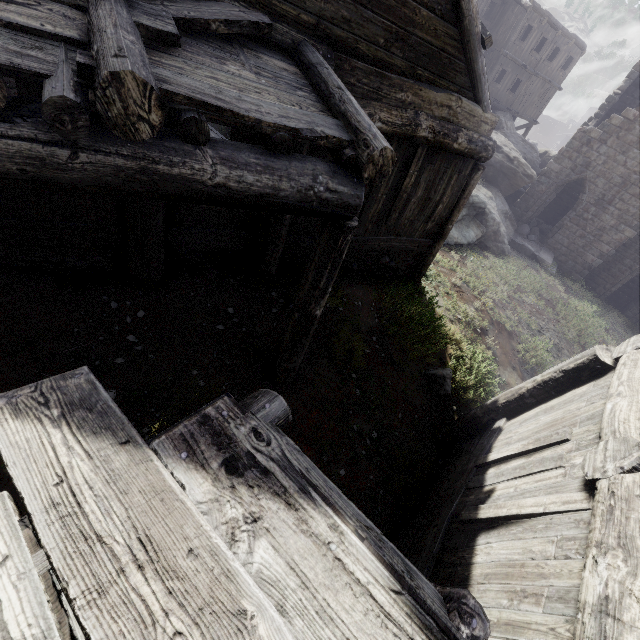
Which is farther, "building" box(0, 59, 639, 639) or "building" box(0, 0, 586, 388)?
"building" box(0, 0, 586, 388)

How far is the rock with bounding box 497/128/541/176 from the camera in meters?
22.9

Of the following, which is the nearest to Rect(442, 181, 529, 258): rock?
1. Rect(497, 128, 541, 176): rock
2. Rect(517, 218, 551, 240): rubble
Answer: Rect(517, 218, 551, 240): rubble

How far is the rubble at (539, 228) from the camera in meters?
20.5

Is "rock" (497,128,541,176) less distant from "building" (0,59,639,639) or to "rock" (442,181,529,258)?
"building" (0,59,639,639)

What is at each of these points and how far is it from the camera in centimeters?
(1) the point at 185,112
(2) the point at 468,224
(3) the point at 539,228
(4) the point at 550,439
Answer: (1) building, 252cm
(2) rock, 1552cm
(3) rubble, 2128cm
(4) building, 412cm

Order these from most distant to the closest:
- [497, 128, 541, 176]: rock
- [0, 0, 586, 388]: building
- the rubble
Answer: [497, 128, 541, 176]: rock
the rubble
[0, 0, 586, 388]: building

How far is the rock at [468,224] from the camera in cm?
1467
